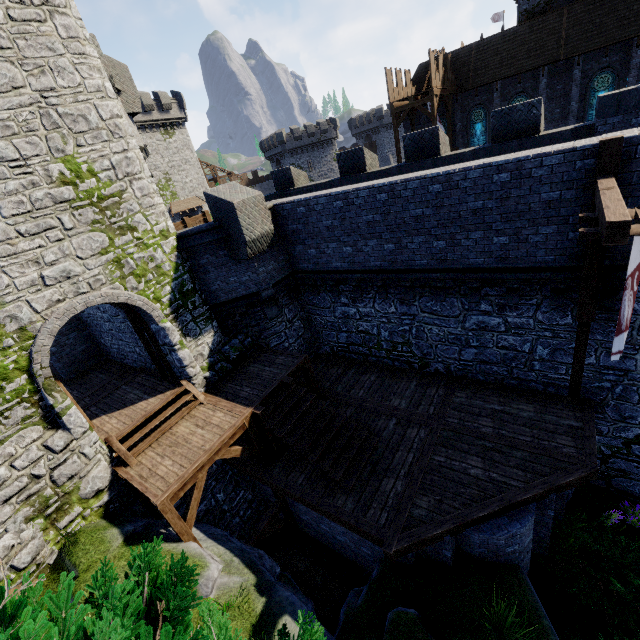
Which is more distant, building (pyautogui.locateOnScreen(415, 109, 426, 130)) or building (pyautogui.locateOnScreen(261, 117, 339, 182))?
building (pyautogui.locateOnScreen(261, 117, 339, 182))

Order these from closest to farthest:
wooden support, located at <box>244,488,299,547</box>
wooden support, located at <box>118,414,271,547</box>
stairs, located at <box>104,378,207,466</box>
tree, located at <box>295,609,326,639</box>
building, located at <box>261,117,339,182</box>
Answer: tree, located at <box>295,609,326,639</box>, wooden support, located at <box>118,414,271,547</box>, stairs, located at <box>104,378,207,466</box>, wooden support, located at <box>244,488,299,547</box>, building, located at <box>261,117,339,182</box>

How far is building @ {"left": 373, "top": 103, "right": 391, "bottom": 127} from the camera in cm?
5812

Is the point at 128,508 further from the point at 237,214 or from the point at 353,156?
the point at 353,156

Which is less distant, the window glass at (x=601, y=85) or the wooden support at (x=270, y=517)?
the wooden support at (x=270, y=517)

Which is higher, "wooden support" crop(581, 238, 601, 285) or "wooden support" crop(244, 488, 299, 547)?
"wooden support" crop(581, 238, 601, 285)

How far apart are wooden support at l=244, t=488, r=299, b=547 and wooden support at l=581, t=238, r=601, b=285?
10.0 meters

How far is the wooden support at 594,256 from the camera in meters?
6.6 m
